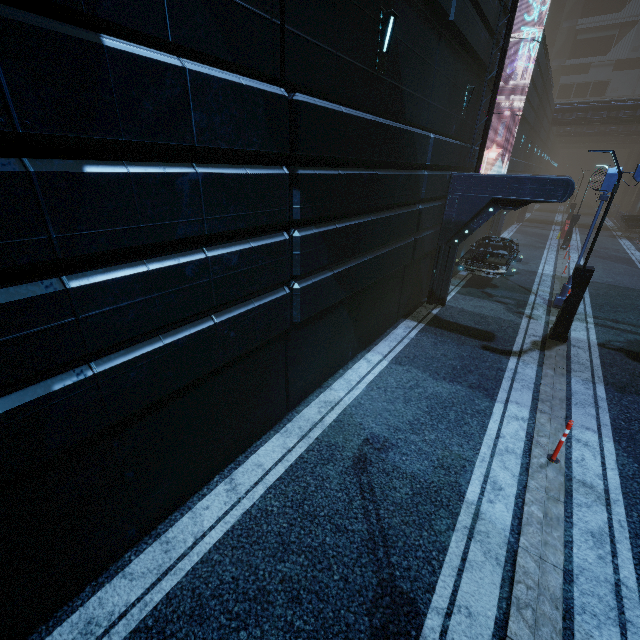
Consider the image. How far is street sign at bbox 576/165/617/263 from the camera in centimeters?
1116cm

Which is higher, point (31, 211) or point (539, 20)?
point (539, 20)

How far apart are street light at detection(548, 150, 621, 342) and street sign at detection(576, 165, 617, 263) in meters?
2.8 m

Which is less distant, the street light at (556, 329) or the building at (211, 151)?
the building at (211, 151)

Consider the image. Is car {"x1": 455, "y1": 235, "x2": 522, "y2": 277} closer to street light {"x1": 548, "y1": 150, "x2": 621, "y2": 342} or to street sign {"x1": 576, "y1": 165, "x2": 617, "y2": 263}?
street sign {"x1": 576, "y1": 165, "x2": 617, "y2": 263}

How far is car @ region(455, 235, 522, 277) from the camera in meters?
14.0 m

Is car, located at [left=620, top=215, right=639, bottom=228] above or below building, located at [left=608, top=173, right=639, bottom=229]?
below

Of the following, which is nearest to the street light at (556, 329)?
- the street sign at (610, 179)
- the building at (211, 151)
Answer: the building at (211, 151)
